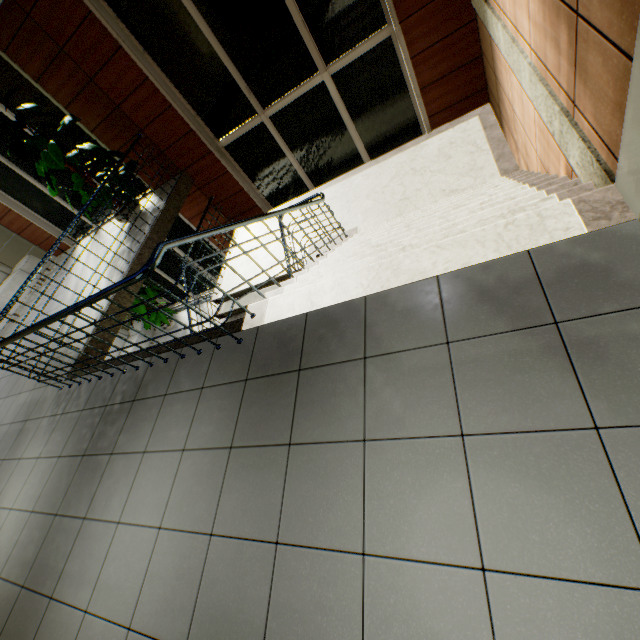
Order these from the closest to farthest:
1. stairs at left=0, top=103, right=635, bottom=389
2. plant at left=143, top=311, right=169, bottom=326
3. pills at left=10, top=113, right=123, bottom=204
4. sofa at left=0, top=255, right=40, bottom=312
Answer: stairs at left=0, top=103, right=635, bottom=389 < pills at left=10, top=113, right=123, bottom=204 < sofa at left=0, top=255, right=40, bottom=312 < plant at left=143, top=311, right=169, bottom=326

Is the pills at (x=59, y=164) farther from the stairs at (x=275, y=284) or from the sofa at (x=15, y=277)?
the sofa at (x=15, y=277)

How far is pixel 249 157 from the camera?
6.9 meters

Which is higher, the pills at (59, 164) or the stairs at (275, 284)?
the pills at (59, 164)

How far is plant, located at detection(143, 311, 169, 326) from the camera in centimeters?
1006cm

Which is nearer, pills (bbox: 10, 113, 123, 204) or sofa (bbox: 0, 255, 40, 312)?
pills (bbox: 10, 113, 123, 204)

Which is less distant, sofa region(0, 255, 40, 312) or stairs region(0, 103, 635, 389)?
stairs region(0, 103, 635, 389)

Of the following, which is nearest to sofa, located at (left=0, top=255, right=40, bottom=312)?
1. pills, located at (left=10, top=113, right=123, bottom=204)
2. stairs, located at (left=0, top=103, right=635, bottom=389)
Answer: pills, located at (left=10, top=113, right=123, bottom=204)
